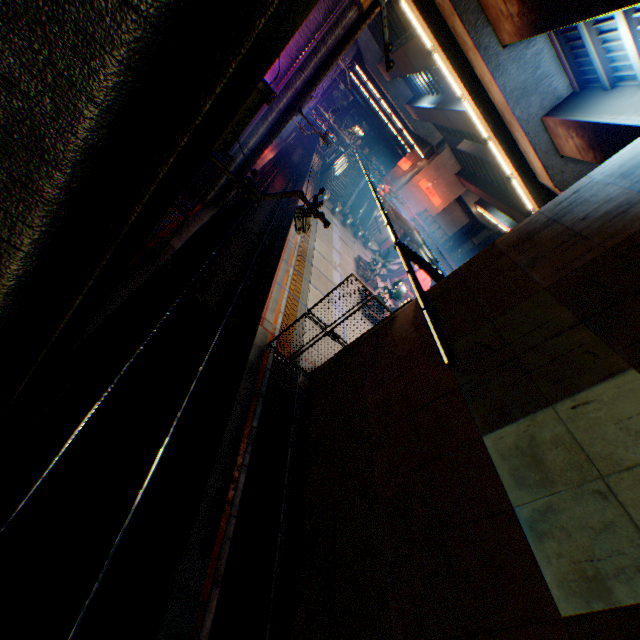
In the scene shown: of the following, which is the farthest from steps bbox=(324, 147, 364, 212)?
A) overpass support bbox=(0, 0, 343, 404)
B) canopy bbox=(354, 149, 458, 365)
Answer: overpass support bbox=(0, 0, 343, 404)

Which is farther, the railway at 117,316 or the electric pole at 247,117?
the railway at 117,316

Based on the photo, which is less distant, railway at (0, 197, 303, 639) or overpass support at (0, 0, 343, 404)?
overpass support at (0, 0, 343, 404)

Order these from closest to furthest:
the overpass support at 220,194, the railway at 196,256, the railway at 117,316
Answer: the railway at 196,256 → the railway at 117,316 → the overpass support at 220,194

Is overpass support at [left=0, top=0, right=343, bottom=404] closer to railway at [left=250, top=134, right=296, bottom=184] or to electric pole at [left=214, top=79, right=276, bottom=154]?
railway at [left=250, top=134, right=296, bottom=184]

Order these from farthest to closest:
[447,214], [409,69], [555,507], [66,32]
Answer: [447,214] → [409,69] → [555,507] → [66,32]

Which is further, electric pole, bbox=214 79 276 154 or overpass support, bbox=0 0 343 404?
electric pole, bbox=214 79 276 154

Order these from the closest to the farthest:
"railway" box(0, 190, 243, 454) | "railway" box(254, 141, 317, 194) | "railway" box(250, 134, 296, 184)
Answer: "railway" box(0, 190, 243, 454)
"railway" box(250, 134, 296, 184)
"railway" box(254, 141, 317, 194)
